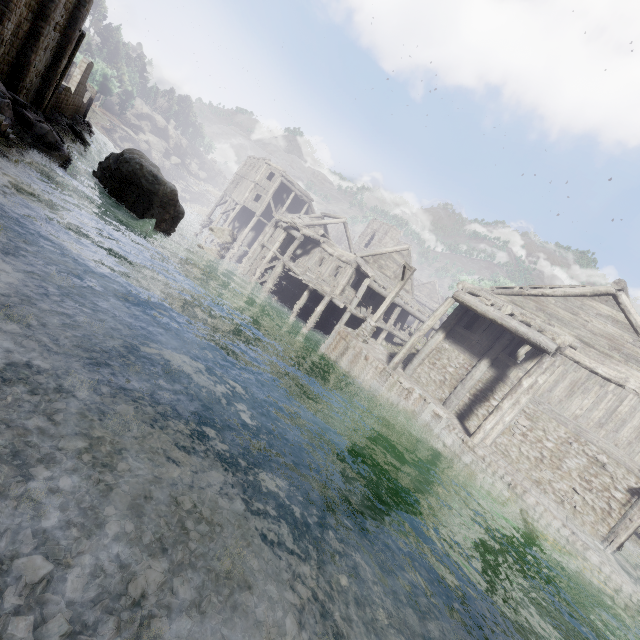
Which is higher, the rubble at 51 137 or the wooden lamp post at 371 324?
the wooden lamp post at 371 324

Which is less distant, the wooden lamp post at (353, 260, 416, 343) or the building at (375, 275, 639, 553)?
the building at (375, 275, 639, 553)

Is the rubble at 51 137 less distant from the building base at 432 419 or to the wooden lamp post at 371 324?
the building base at 432 419

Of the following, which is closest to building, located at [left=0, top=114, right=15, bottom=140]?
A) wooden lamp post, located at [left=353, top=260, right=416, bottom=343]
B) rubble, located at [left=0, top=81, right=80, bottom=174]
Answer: rubble, located at [left=0, top=81, right=80, bottom=174]

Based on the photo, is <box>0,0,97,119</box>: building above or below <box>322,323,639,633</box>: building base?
above

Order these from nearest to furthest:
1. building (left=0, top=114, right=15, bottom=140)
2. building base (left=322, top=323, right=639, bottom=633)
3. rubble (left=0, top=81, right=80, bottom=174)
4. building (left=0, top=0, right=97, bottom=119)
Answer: building base (left=322, top=323, right=639, bottom=633) → building (left=0, top=114, right=15, bottom=140) → rubble (left=0, top=81, right=80, bottom=174) → building (left=0, top=0, right=97, bottom=119)

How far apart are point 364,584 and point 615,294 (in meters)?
14.77
